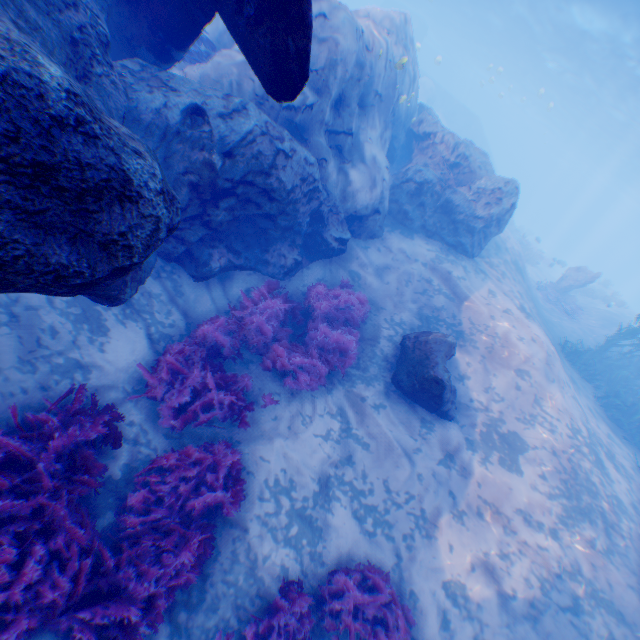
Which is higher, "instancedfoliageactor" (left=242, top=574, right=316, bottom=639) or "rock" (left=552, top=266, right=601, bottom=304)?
"rock" (left=552, top=266, right=601, bottom=304)

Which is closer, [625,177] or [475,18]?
[475,18]

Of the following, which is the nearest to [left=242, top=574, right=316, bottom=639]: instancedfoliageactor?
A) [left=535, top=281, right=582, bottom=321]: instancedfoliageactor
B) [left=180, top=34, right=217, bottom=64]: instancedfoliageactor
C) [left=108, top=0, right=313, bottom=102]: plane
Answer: [left=108, top=0, right=313, bottom=102]: plane

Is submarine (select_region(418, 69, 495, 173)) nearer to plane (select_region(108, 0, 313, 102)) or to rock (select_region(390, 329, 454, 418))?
plane (select_region(108, 0, 313, 102))

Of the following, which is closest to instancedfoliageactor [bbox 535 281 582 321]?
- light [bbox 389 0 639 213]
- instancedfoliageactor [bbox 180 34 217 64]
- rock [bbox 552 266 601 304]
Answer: rock [bbox 552 266 601 304]

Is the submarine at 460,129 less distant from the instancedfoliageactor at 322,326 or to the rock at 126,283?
the rock at 126,283

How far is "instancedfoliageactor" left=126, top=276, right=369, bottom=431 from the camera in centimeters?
572cm

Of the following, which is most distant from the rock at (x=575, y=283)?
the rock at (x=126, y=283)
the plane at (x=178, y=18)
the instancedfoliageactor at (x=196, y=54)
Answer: the plane at (x=178, y=18)
